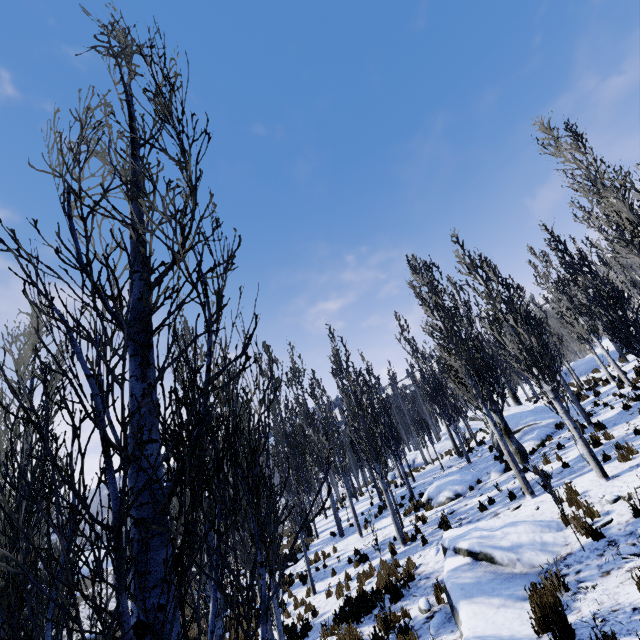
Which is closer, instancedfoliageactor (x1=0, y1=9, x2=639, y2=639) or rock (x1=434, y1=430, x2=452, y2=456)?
instancedfoliageactor (x1=0, y1=9, x2=639, y2=639)

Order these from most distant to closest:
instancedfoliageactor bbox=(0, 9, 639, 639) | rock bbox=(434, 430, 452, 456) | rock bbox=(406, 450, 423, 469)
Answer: rock bbox=(434, 430, 452, 456) < rock bbox=(406, 450, 423, 469) < instancedfoliageactor bbox=(0, 9, 639, 639)

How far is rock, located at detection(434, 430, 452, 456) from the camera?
29.9 meters

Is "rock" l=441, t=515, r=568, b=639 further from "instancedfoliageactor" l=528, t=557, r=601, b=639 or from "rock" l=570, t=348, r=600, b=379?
"rock" l=570, t=348, r=600, b=379

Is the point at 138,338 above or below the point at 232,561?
above

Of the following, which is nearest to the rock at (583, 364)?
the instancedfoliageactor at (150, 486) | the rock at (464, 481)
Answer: the instancedfoliageactor at (150, 486)

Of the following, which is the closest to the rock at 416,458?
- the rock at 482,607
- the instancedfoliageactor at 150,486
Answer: the instancedfoliageactor at 150,486

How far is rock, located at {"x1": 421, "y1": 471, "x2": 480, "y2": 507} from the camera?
15.0 meters
